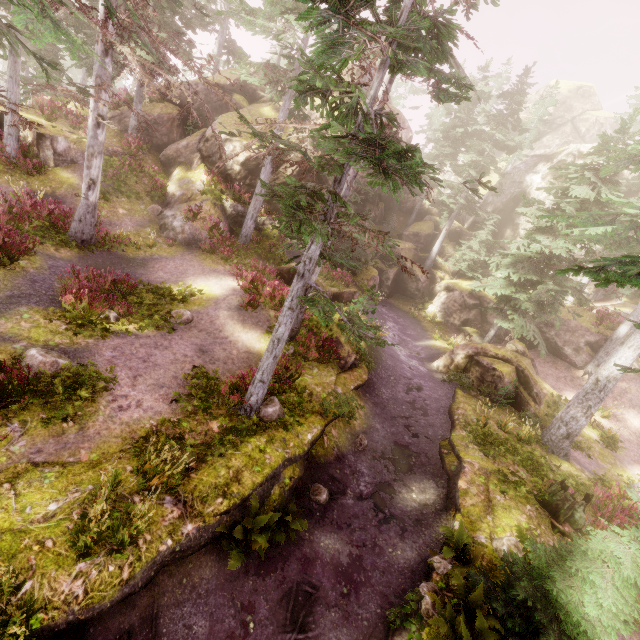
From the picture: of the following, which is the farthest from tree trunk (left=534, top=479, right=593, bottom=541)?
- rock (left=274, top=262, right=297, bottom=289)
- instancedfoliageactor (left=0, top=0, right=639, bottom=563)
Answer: rock (left=274, top=262, right=297, bottom=289)

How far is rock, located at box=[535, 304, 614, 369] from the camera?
22.1m

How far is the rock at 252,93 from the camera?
23.14m

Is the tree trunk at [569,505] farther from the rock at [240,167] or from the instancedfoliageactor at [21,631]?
the rock at [240,167]

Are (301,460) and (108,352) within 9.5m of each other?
yes

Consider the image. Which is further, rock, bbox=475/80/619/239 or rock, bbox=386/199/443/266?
rock, bbox=386/199/443/266

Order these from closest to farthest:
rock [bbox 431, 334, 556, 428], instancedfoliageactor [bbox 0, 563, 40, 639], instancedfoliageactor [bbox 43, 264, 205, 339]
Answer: instancedfoliageactor [bbox 0, 563, 40, 639] < instancedfoliageactor [bbox 43, 264, 205, 339] < rock [bbox 431, 334, 556, 428]
